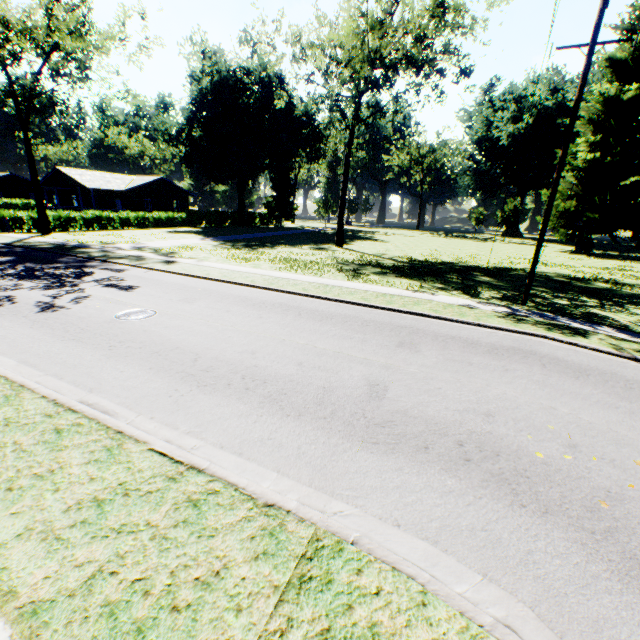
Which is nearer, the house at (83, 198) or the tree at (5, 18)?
the tree at (5, 18)

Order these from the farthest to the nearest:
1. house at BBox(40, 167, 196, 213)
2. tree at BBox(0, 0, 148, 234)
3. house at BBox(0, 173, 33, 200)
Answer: house at BBox(0, 173, 33, 200)
house at BBox(40, 167, 196, 213)
tree at BBox(0, 0, 148, 234)

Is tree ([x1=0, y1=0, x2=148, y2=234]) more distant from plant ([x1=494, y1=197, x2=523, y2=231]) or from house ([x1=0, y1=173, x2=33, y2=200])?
plant ([x1=494, y1=197, x2=523, y2=231])

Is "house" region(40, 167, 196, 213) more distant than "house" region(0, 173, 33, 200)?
No

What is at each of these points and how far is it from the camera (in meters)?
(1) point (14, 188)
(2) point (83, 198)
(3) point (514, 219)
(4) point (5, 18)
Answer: (1) house, 56.97
(2) house, 47.44
(3) plant, 48.53
(4) tree, 23.67

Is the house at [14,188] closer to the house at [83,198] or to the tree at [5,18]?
the house at [83,198]

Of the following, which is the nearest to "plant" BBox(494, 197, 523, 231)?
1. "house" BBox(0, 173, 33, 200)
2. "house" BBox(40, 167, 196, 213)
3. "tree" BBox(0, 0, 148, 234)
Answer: "house" BBox(40, 167, 196, 213)

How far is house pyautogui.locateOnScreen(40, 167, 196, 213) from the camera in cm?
4009
